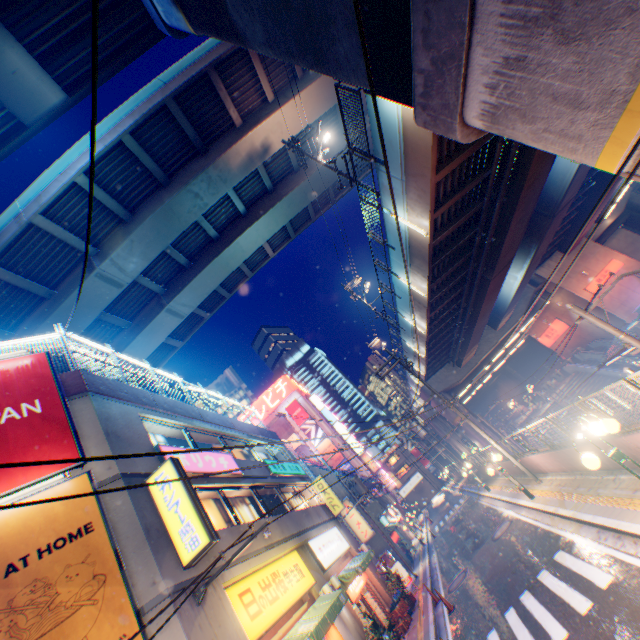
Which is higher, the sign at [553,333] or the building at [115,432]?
the building at [115,432]

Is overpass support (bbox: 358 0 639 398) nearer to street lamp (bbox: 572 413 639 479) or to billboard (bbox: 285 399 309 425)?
street lamp (bbox: 572 413 639 479)

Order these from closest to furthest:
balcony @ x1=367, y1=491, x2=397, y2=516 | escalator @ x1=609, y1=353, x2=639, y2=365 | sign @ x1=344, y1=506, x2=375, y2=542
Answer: sign @ x1=344, y1=506, x2=375, y2=542 → escalator @ x1=609, y1=353, x2=639, y2=365 → balcony @ x1=367, y1=491, x2=397, y2=516

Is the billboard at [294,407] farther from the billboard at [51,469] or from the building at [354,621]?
the billboard at [51,469]

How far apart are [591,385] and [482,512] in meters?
18.4

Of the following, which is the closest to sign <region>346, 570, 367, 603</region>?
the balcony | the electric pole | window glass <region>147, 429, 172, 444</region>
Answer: the electric pole

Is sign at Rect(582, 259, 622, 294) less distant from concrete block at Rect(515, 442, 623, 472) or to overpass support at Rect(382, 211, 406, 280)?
overpass support at Rect(382, 211, 406, 280)

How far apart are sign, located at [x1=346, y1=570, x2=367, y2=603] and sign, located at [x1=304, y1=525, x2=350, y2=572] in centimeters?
83cm
